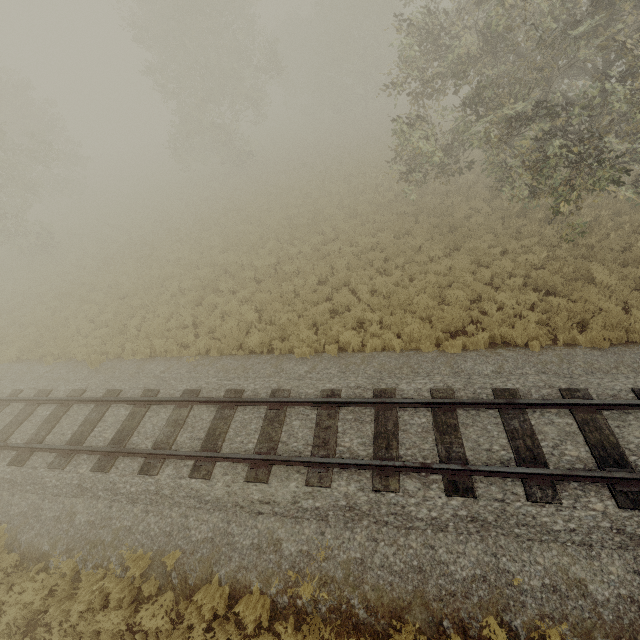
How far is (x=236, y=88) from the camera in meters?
26.3
